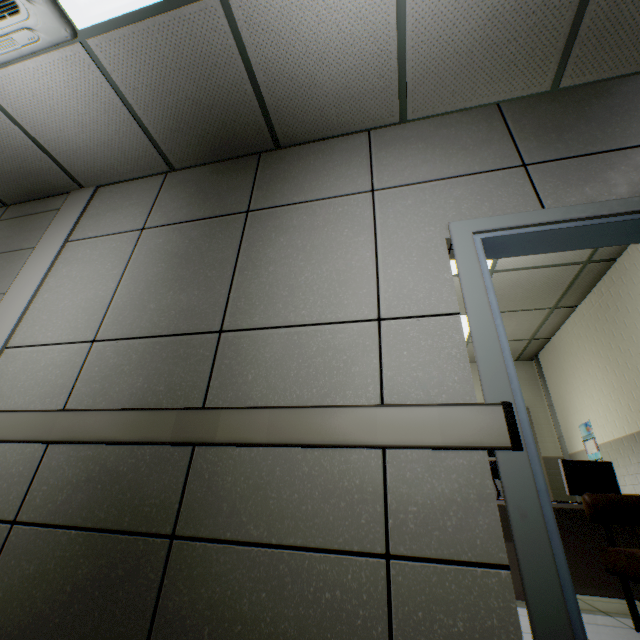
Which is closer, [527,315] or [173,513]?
[173,513]

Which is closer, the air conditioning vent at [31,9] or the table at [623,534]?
the air conditioning vent at [31,9]

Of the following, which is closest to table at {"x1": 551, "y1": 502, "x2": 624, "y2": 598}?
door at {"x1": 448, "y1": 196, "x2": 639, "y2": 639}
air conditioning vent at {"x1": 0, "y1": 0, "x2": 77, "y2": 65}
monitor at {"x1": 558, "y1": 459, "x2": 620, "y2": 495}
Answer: monitor at {"x1": 558, "y1": 459, "x2": 620, "y2": 495}

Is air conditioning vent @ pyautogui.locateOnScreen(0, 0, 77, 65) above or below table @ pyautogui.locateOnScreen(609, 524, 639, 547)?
above

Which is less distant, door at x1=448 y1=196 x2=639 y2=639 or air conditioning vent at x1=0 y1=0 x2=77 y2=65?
door at x1=448 y1=196 x2=639 y2=639

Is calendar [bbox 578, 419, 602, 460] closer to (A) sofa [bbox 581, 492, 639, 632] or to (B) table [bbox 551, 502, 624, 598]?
(B) table [bbox 551, 502, 624, 598]

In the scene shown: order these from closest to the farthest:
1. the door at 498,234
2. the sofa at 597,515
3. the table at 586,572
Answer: the door at 498,234, the sofa at 597,515, the table at 586,572

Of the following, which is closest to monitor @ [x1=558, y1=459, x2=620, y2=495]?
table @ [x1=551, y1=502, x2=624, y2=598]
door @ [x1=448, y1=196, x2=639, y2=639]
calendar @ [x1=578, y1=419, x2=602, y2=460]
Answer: table @ [x1=551, y1=502, x2=624, y2=598]
